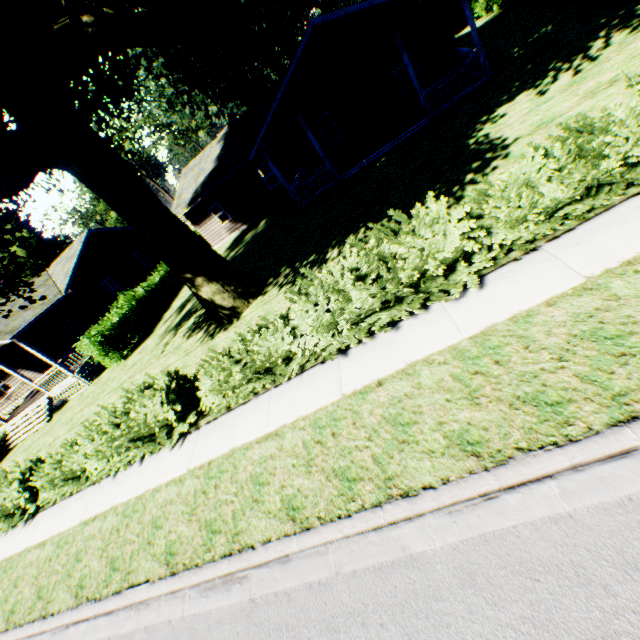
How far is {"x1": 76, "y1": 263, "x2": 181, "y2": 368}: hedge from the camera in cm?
1738

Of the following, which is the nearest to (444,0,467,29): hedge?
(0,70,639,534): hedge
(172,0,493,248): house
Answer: (172,0,493,248): house

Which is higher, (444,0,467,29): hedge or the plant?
the plant

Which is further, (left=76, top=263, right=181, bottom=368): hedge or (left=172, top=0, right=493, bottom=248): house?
(left=76, top=263, right=181, bottom=368): hedge

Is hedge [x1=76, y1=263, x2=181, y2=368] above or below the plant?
below

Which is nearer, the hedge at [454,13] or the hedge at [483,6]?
the hedge at [483,6]

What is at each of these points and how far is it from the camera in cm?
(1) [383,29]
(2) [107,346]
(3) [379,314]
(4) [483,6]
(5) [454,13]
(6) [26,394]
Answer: (1) house, 1273
(2) hedge, 1758
(3) hedge, 616
(4) hedge, 2417
(5) hedge, 2836
(6) house, 2625

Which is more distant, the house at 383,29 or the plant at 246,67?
the house at 383,29
